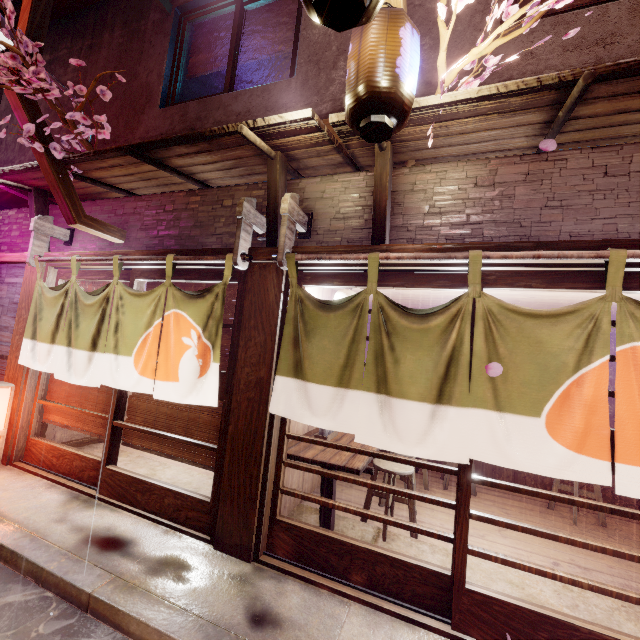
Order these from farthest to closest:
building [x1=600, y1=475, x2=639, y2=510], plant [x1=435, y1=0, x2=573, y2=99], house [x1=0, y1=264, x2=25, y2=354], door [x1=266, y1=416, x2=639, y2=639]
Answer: building [x1=600, y1=475, x2=639, y2=510], house [x1=0, y1=264, x2=25, y2=354], door [x1=266, y1=416, x2=639, y2=639], plant [x1=435, y1=0, x2=573, y2=99]

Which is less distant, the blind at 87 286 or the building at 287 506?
the building at 287 506

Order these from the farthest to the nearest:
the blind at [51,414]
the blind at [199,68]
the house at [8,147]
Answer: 1. the house at [8,147]
2. the blind at [199,68]
3. the blind at [51,414]

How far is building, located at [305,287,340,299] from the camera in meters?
7.5

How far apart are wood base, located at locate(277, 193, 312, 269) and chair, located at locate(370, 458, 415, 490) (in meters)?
4.62

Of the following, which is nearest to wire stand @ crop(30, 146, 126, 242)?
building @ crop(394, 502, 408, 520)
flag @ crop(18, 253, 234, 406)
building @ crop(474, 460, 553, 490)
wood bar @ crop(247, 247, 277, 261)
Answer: flag @ crop(18, 253, 234, 406)

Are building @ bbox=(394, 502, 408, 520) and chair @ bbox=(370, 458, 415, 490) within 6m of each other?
yes

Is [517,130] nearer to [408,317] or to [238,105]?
[408,317]
